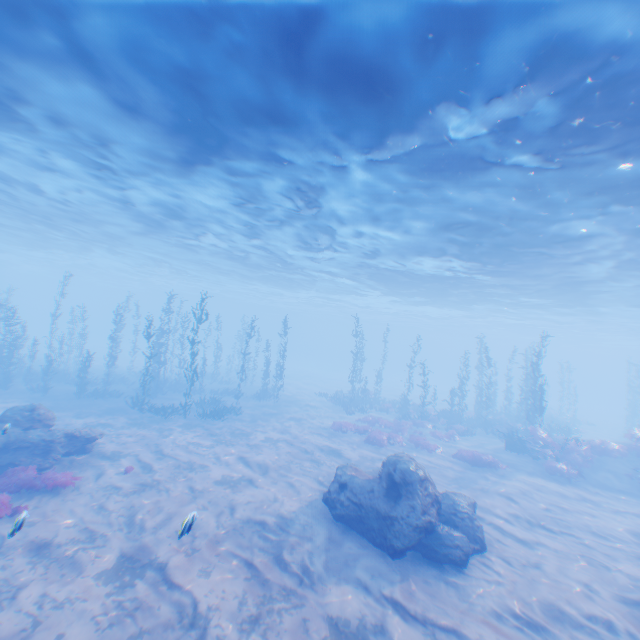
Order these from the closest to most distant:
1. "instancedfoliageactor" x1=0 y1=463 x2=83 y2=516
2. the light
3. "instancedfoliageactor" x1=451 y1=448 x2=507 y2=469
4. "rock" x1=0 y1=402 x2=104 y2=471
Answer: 1. the light
2. "instancedfoliageactor" x1=0 y1=463 x2=83 y2=516
3. "rock" x1=0 y1=402 x2=104 y2=471
4. "instancedfoliageactor" x1=451 y1=448 x2=507 y2=469

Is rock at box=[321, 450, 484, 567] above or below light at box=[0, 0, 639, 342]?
below

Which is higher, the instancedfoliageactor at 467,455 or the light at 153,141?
the light at 153,141

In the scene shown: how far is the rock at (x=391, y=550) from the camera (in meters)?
9.31

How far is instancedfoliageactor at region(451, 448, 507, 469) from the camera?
17.8m

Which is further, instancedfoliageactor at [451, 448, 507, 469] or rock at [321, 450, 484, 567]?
instancedfoliageactor at [451, 448, 507, 469]

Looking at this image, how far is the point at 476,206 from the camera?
14.2 meters

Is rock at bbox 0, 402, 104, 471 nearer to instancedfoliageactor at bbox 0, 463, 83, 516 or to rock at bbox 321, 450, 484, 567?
instancedfoliageactor at bbox 0, 463, 83, 516
